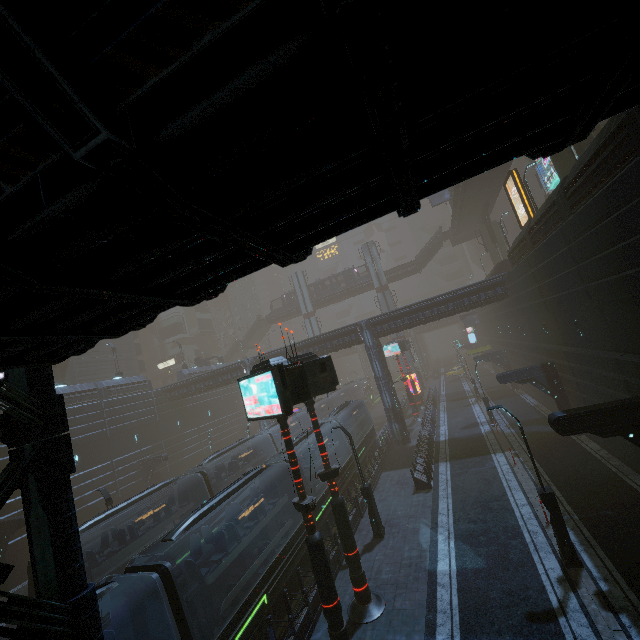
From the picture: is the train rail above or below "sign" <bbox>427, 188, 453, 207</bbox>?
below

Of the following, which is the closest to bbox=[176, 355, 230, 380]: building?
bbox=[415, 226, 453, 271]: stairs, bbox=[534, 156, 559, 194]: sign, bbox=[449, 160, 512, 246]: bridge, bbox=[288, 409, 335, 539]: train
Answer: bbox=[534, 156, 559, 194]: sign

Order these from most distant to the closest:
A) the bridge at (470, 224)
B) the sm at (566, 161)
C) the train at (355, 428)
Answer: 1. the bridge at (470, 224)
2. the train at (355, 428)
3. the sm at (566, 161)

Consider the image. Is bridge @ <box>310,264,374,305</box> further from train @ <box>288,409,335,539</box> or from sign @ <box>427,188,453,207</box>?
train @ <box>288,409,335,539</box>

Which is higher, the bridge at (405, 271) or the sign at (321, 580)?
the bridge at (405, 271)

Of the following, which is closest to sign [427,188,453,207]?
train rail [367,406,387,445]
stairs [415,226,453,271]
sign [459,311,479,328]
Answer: stairs [415,226,453,271]

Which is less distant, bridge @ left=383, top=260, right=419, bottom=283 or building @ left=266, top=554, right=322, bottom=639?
building @ left=266, top=554, right=322, bottom=639

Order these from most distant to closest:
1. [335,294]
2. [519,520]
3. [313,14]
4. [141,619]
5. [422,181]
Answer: [335,294] → [519,520] → [141,619] → [422,181] → [313,14]
